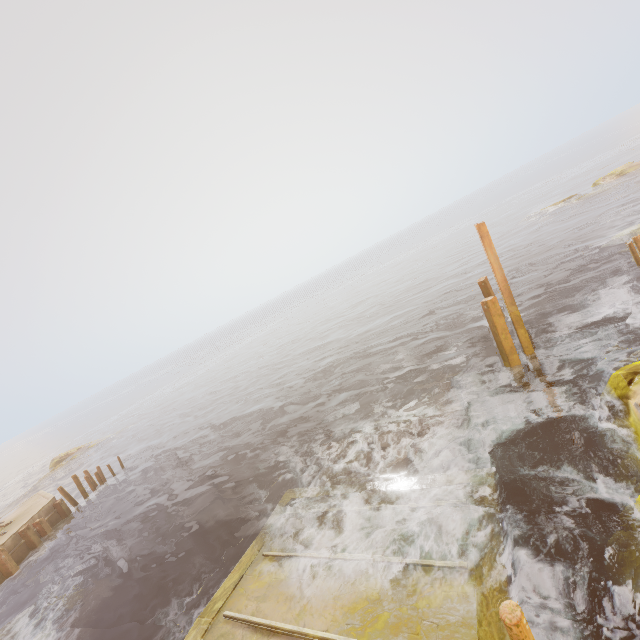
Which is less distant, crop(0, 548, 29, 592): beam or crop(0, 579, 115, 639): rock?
crop(0, 579, 115, 639): rock

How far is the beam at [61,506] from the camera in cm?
2041

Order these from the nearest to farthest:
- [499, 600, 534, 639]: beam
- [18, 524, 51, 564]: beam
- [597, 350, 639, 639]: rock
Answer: [499, 600, 534, 639]: beam
[597, 350, 639, 639]: rock
[18, 524, 51, 564]: beam

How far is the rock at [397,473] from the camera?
10.1 meters

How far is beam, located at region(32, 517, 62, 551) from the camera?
18.73m

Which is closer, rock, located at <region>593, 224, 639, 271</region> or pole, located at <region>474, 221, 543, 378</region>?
pole, located at <region>474, 221, 543, 378</region>

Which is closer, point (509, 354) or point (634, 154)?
point (509, 354)

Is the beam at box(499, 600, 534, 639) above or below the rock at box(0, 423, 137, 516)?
above
